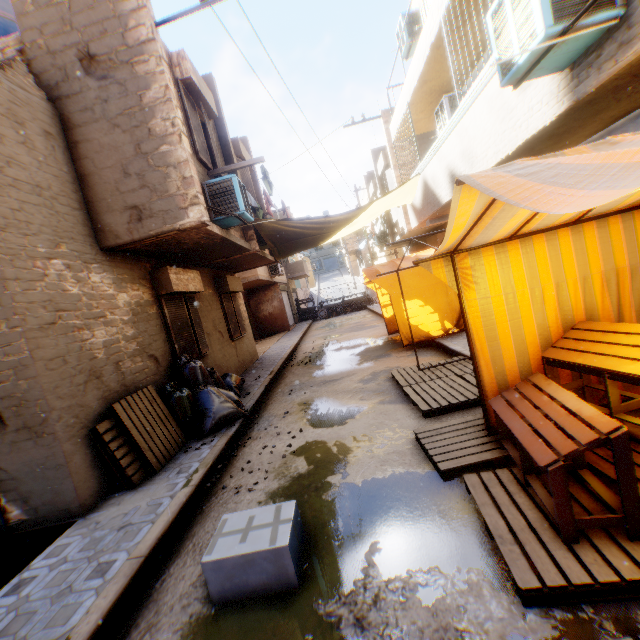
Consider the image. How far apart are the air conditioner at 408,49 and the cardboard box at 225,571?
6.7 meters

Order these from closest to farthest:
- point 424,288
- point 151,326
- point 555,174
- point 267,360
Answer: point 555,174
point 151,326
point 424,288
point 267,360

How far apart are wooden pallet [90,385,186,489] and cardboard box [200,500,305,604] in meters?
1.8 m

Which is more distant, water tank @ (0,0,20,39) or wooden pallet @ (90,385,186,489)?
water tank @ (0,0,20,39)

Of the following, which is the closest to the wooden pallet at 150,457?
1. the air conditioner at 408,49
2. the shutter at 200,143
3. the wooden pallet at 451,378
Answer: the shutter at 200,143

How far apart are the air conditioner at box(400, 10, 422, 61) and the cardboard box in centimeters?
668cm

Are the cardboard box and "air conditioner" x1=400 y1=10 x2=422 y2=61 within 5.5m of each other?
no

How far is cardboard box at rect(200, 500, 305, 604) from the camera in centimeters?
251cm
